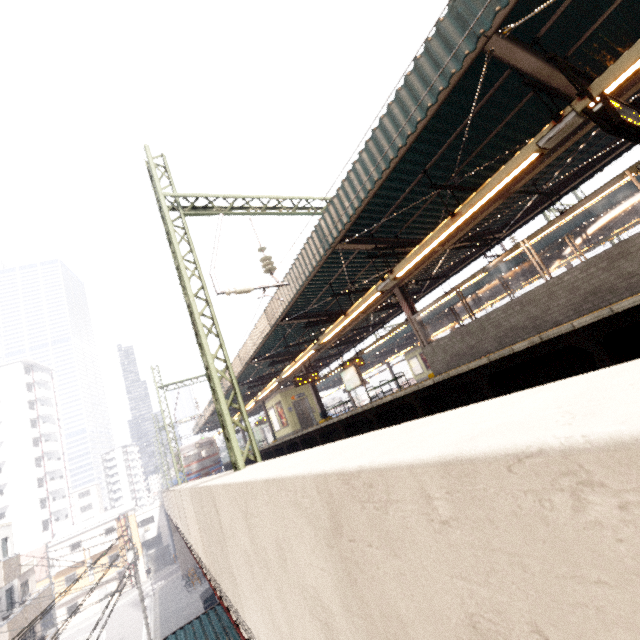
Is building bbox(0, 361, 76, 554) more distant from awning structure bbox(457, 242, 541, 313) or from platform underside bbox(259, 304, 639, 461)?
awning structure bbox(457, 242, 541, 313)

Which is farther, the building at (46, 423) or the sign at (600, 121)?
the building at (46, 423)

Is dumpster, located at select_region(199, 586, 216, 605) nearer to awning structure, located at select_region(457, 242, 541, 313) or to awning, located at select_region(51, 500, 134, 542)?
awning structure, located at select_region(457, 242, 541, 313)

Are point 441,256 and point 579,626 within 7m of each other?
no

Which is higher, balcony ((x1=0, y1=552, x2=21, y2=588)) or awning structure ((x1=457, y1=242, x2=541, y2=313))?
awning structure ((x1=457, y1=242, x2=541, y2=313))

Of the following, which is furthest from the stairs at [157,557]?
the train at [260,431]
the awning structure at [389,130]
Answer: the awning structure at [389,130]

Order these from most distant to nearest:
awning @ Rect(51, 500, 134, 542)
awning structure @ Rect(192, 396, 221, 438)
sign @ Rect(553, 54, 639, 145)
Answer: awning @ Rect(51, 500, 134, 542) → awning structure @ Rect(192, 396, 221, 438) → sign @ Rect(553, 54, 639, 145)

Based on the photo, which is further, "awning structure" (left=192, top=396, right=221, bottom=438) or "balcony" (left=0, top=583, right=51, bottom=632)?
"awning structure" (left=192, top=396, right=221, bottom=438)
